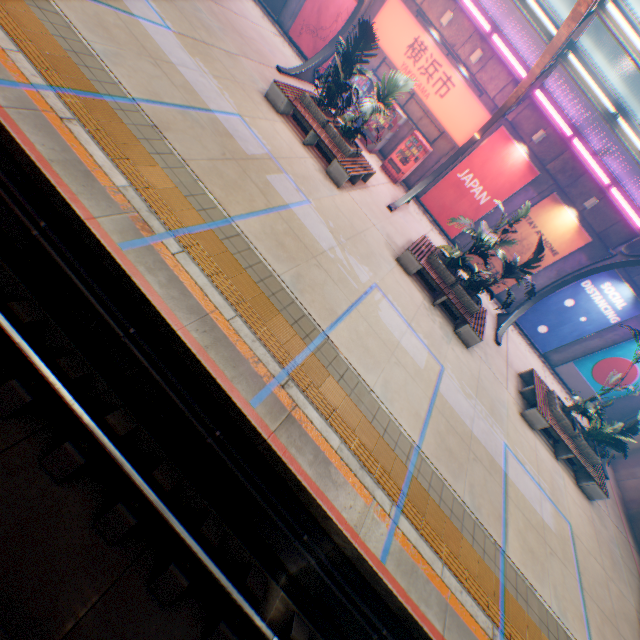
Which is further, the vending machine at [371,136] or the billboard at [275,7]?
the billboard at [275,7]

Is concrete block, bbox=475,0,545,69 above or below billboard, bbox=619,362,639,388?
above

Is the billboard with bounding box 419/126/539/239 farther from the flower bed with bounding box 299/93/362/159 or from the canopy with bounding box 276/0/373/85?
the flower bed with bounding box 299/93/362/159

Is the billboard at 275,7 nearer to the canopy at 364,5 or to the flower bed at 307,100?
the canopy at 364,5

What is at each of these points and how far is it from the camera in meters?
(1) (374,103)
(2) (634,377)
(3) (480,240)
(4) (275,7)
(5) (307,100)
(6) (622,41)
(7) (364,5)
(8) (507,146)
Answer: (1) plants, 9.8 m
(2) billboard, 14.9 m
(3) plants, 10.1 m
(4) billboard, 15.6 m
(5) flower bed, 10.8 m
(6) canopy, 6.9 m
(7) canopy, 12.9 m
(8) billboard, 13.7 m

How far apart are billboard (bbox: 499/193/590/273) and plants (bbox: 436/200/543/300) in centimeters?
516cm

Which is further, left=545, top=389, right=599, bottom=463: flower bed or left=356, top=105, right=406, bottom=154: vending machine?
left=356, top=105, right=406, bottom=154: vending machine

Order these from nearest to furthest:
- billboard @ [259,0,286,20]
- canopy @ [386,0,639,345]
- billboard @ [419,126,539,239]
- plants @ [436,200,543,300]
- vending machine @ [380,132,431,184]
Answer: canopy @ [386,0,639,345]
plants @ [436,200,543,300]
billboard @ [419,126,539,239]
vending machine @ [380,132,431,184]
billboard @ [259,0,286,20]
